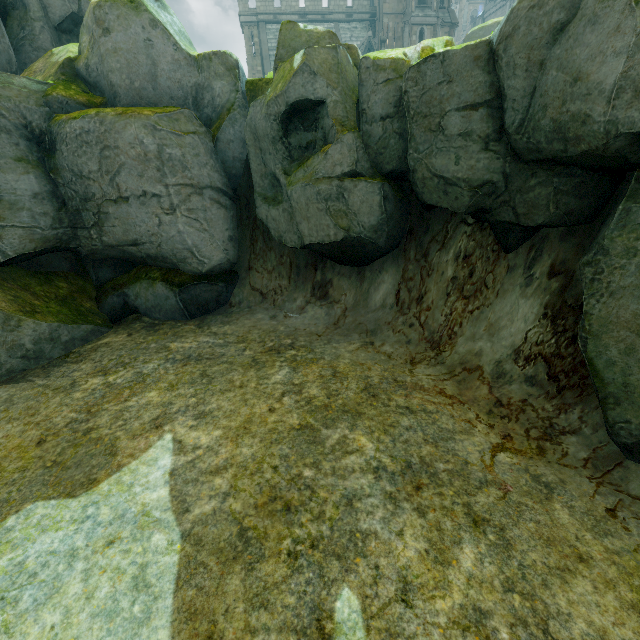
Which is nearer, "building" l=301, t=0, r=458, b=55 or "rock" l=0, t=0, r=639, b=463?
"rock" l=0, t=0, r=639, b=463

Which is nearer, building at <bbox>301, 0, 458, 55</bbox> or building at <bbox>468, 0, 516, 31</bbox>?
building at <bbox>301, 0, 458, 55</bbox>

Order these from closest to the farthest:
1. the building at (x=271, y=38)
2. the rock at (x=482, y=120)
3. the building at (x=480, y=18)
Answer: the rock at (x=482, y=120), the building at (x=271, y=38), the building at (x=480, y=18)

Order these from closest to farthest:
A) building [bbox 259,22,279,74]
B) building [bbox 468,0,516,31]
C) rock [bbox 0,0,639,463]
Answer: rock [bbox 0,0,639,463]
building [bbox 259,22,279,74]
building [bbox 468,0,516,31]

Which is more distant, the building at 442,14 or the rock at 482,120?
the building at 442,14

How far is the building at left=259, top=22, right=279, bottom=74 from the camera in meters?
38.0 m

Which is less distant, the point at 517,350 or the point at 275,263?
the point at 517,350
